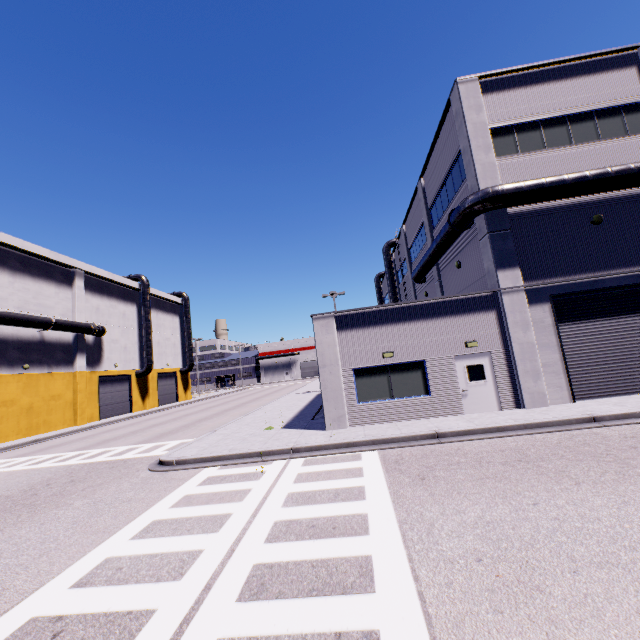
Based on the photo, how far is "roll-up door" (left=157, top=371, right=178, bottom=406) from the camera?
43.4m

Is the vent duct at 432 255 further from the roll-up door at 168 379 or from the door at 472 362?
the roll-up door at 168 379

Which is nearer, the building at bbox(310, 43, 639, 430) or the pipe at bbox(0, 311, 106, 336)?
the building at bbox(310, 43, 639, 430)

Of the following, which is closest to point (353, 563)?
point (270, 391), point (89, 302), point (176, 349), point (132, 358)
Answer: point (89, 302)

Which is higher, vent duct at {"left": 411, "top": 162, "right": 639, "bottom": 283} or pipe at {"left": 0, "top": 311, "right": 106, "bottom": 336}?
pipe at {"left": 0, "top": 311, "right": 106, "bottom": 336}

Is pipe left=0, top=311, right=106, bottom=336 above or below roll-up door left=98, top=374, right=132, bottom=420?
above

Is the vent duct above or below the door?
above

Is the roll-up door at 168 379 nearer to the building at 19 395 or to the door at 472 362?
the building at 19 395
